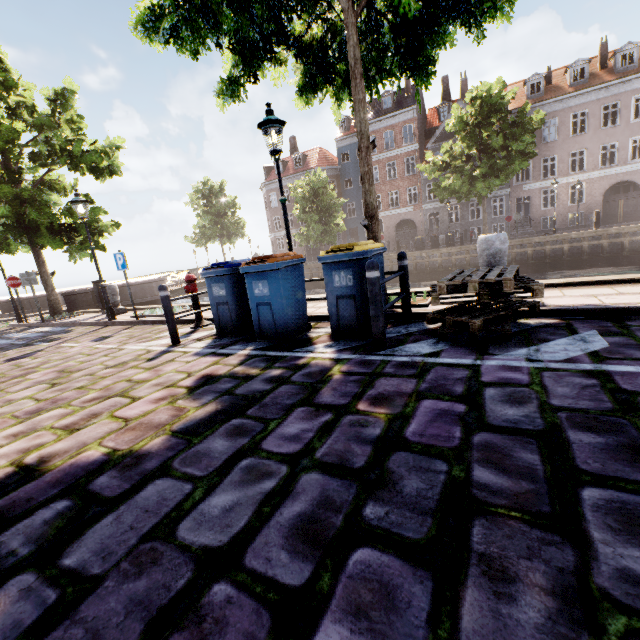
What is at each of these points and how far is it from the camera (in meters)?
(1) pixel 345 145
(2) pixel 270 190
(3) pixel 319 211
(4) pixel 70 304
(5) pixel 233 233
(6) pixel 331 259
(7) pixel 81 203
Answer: (1) building, 38.34
(2) building, 42.47
(3) tree, 29.62
(4) bridge, 14.66
(5) tree, 37.22
(6) trash bin, 4.50
(7) street light, 9.16

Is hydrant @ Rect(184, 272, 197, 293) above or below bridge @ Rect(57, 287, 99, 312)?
above

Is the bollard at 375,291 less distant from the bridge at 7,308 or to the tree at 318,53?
the tree at 318,53

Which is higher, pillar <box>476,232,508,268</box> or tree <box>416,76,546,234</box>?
tree <box>416,76,546,234</box>

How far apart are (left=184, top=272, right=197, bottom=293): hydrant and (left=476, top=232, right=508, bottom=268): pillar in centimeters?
564cm

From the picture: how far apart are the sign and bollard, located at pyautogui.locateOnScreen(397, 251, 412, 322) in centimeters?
748cm

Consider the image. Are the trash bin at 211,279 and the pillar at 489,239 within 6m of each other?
yes

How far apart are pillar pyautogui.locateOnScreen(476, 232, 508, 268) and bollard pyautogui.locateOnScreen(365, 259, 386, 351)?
2.57m
